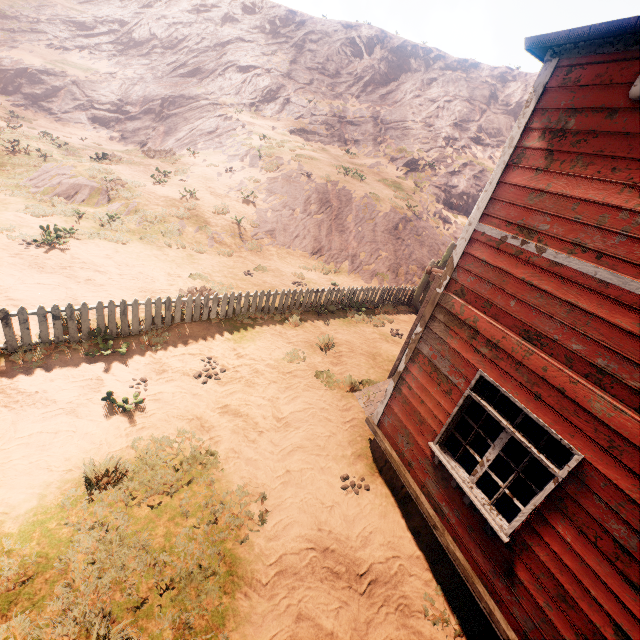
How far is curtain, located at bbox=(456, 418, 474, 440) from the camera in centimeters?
466cm

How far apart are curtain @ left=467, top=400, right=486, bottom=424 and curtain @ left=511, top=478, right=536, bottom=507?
0.83m

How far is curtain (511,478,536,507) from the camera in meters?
3.9 m

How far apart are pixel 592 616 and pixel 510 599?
0.93m

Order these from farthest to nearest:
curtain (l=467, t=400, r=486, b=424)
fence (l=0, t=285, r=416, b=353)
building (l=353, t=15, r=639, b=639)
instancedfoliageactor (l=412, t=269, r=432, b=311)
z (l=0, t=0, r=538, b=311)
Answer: instancedfoliageactor (l=412, t=269, r=432, b=311) < z (l=0, t=0, r=538, b=311) < fence (l=0, t=285, r=416, b=353) < curtain (l=467, t=400, r=486, b=424) < building (l=353, t=15, r=639, b=639)

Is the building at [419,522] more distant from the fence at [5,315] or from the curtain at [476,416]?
the fence at [5,315]

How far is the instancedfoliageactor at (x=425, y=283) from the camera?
14.0m
